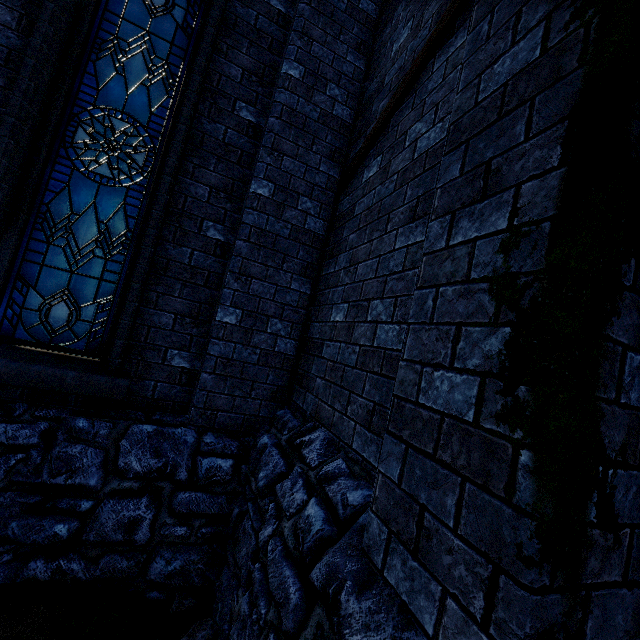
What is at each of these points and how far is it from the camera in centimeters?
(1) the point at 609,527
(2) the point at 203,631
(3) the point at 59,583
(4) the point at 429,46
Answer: (1) building, 100cm
(2) instancedfoliageactor, 228cm
(3) instancedfoliageactor, 251cm
(4) wooden beam, 270cm

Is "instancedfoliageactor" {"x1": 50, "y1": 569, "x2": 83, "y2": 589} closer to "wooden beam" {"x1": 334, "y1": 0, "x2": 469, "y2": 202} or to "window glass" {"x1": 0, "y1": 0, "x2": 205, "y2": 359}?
"window glass" {"x1": 0, "y1": 0, "x2": 205, "y2": 359}

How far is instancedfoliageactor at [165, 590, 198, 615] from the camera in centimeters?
253cm

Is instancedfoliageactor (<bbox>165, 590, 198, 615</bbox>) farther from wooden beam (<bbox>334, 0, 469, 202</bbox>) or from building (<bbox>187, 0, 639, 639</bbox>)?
wooden beam (<bbox>334, 0, 469, 202</bbox>)

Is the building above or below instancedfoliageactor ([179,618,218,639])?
above

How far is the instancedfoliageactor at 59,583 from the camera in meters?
2.5

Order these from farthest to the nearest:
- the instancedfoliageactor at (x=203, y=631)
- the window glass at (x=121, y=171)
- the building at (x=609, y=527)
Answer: the window glass at (x=121, y=171)
the instancedfoliageactor at (x=203, y=631)
the building at (x=609, y=527)

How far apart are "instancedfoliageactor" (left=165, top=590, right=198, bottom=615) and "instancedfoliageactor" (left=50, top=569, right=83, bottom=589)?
0.7m
